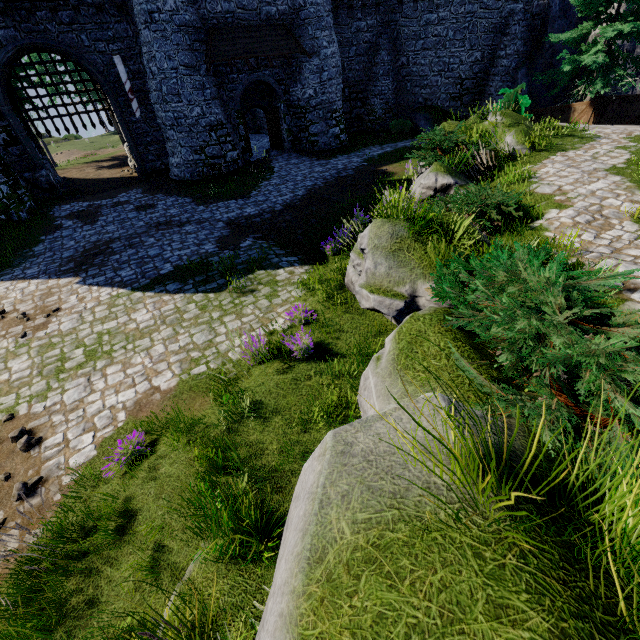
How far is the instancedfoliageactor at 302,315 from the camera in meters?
7.2

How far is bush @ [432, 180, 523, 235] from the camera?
6.5m

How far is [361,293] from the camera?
5.90m

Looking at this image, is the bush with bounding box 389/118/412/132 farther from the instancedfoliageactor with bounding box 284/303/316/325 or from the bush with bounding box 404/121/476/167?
the instancedfoliageactor with bounding box 284/303/316/325

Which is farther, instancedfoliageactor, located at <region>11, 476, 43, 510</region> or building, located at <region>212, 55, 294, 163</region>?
building, located at <region>212, 55, 294, 163</region>

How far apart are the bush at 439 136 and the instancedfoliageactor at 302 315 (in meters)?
6.18

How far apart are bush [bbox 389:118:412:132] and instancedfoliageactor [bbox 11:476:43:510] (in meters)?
26.92

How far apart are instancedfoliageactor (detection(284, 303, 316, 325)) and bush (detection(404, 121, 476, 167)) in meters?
6.2
